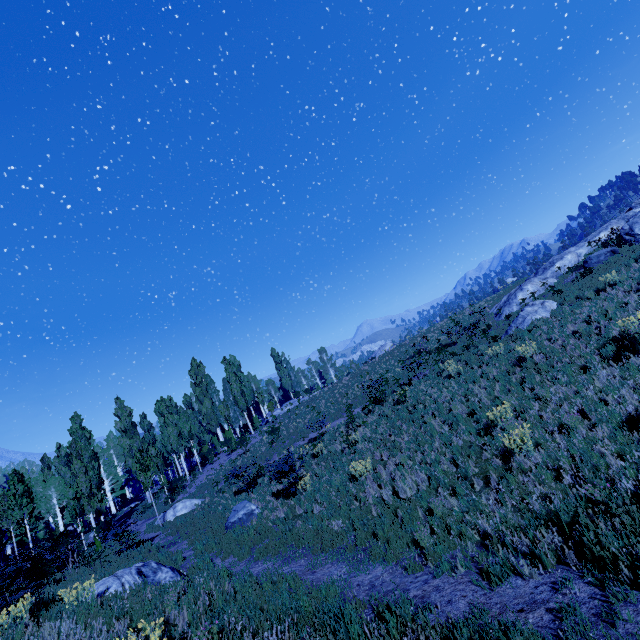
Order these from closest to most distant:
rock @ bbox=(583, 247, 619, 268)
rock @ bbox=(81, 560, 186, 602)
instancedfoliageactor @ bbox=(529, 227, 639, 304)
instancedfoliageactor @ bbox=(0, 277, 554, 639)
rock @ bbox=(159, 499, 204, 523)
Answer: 1. instancedfoliageactor @ bbox=(0, 277, 554, 639)
2. rock @ bbox=(81, 560, 186, 602)
3. instancedfoliageactor @ bbox=(529, 227, 639, 304)
4. rock @ bbox=(583, 247, 619, 268)
5. rock @ bbox=(159, 499, 204, 523)

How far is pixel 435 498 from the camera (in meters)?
8.63

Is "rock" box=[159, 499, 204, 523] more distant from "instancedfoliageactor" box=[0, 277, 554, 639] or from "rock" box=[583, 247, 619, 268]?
"rock" box=[583, 247, 619, 268]

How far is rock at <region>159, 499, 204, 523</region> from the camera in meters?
21.8

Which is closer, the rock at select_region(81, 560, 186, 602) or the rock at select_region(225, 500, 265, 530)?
the rock at select_region(81, 560, 186, 602)

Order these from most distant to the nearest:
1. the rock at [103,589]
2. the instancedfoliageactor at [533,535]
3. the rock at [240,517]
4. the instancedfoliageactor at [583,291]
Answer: the instancedfoliageactor at [583,291] < the rock at [240,517] < the rock at [103,589] < the instancedfoliageactor at [533,535]

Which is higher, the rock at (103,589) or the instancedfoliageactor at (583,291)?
the instancedfoliageactor at (583,291)

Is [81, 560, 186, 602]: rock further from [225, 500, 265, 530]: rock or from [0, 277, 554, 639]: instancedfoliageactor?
[225, 500, 265, 530]: rock
